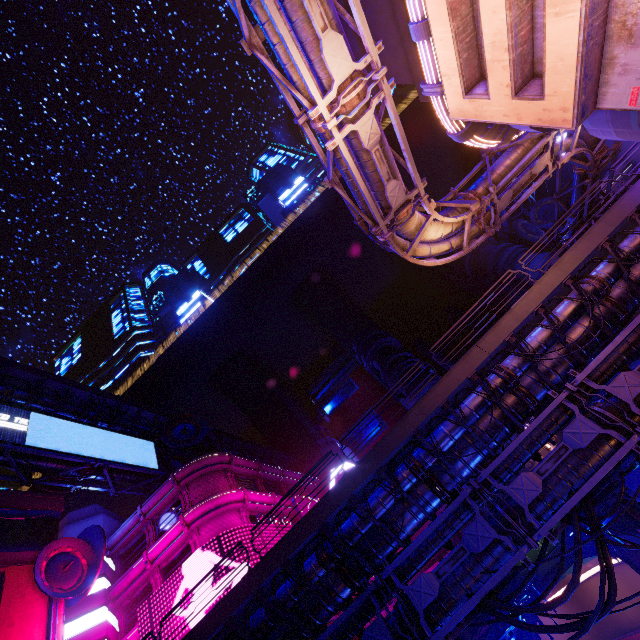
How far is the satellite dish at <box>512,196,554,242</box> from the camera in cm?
3922

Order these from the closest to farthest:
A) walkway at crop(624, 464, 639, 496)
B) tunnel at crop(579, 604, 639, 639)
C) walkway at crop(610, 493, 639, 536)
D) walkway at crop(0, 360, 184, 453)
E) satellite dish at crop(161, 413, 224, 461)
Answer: walkway at crop(624, 464, 639, 496) < walkway at crop(610, 493, 639, 536) < walkway at crop(0, 360, 184, 453) < satellite dish at crop(161, 413, 224, 461) < tunnel at crop(579, 604, 639, 639)

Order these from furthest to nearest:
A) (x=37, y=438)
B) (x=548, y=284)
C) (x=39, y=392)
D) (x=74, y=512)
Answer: (x=74, y=512)
(x=39, y=392)
(x=37, y=438)
(x=548, y=284)

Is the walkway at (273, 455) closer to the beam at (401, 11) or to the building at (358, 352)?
the building at (358, 352)

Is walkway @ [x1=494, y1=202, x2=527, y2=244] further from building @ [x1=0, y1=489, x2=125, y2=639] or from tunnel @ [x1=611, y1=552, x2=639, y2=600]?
building @ [x1=0, y1=489, x2=125, y2=639]

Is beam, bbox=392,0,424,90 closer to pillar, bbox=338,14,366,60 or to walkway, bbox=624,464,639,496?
pillar, bbox=338,14,366,60

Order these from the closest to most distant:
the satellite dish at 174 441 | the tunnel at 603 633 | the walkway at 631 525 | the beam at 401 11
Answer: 1. the beam at 401 11
2. the walkway at 631 525
3. the satellite dish at 174 441
4. the tunnel at 603 633

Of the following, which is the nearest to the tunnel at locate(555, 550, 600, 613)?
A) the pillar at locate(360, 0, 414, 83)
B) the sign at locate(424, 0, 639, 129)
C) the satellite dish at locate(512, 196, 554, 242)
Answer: the satellite dish at locate(512, 196, 554, 242)
